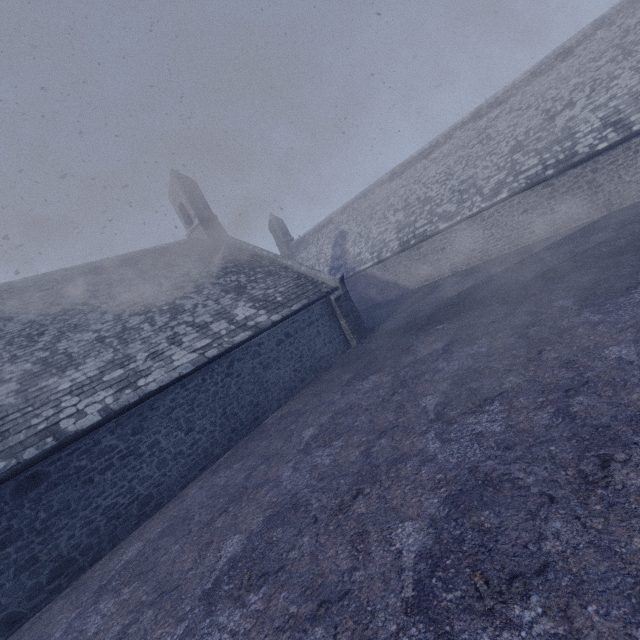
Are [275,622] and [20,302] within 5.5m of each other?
no
